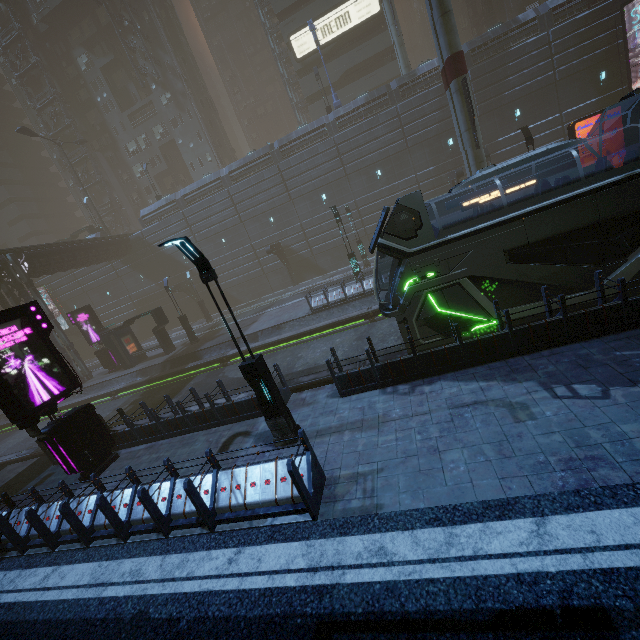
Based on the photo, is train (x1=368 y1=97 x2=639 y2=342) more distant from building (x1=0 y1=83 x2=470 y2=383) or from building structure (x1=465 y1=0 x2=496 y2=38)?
building structure (x1=465 y1=0 x2=496 y2=38)

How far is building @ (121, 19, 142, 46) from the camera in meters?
42.5 m

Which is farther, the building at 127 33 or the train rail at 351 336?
the building at 127 33

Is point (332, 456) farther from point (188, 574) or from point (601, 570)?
point (601, 570)

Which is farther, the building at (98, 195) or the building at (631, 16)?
the building at (98, 195)

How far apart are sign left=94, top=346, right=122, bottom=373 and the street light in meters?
25.0 m

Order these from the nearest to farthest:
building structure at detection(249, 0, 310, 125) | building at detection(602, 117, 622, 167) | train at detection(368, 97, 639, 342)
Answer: train at detection(368, 97, 639, 342)
building at detection(602, 117, 622, 167)
building structure at detection(249, 0, 310, 125)

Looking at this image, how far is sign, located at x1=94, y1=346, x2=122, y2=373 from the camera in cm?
2755
